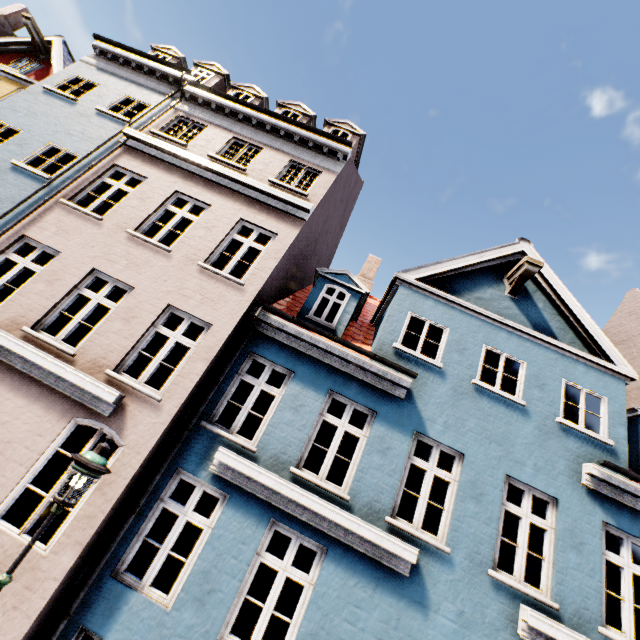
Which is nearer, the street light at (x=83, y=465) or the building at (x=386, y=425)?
the street light at (x=83, y=465)

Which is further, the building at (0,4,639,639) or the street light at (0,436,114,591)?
the building at (0,4,639,639)

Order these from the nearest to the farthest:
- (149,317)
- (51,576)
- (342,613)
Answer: (51,576)
(342,613)
(149,317)
